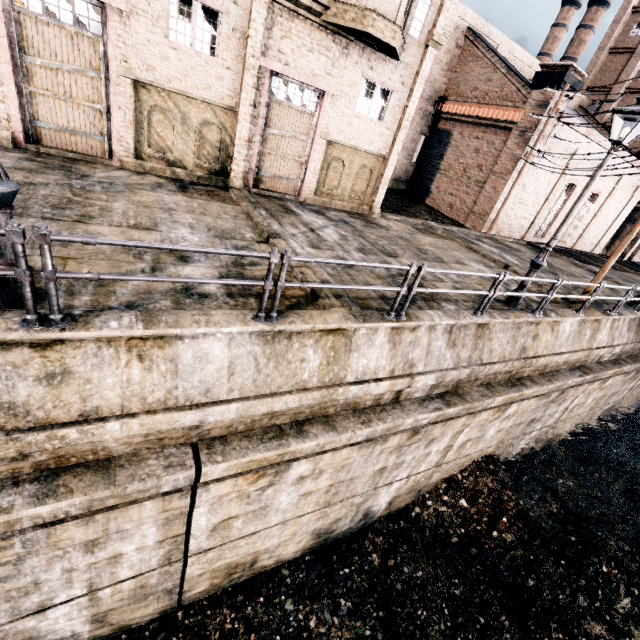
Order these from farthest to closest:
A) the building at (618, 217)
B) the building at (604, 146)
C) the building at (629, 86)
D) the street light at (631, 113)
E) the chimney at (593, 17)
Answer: the chimney at (593, 17) < the building at (629, 86) < the building at (618, 217) < the building at (604, 146) < the street light at (631, 113)

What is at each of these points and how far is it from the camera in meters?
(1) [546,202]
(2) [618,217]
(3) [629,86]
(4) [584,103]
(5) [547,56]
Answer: (1) building, 25.4
(2) building, 31.8
(3) building, 31.7
(4) building, 34.5
(5) chimney, 48.2

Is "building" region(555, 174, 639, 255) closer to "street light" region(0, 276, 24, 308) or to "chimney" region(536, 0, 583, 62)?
"chimney" region(536, 0, 583, 62)

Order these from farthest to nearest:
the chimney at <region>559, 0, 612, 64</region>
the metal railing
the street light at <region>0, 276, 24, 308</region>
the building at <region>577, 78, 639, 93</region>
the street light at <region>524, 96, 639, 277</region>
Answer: the chimney at <region>559, 0, 612, 64</region>
the building at <region>577, 78, 639, 93</region>
the street light at <region>524, 96, 639, 277</region>
the street light at <region>0, 276, 24, 308</region>
the metal railing

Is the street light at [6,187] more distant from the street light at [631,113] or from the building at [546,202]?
the building at [546,202]

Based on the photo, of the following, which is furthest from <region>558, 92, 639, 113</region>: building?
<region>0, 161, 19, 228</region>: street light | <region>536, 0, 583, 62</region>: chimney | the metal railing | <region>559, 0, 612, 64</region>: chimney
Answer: <region>0, 161, 19, 228</region>: street light

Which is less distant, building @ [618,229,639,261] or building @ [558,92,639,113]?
building @ [558,92,639,113]

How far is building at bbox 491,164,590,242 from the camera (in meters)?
23.61
